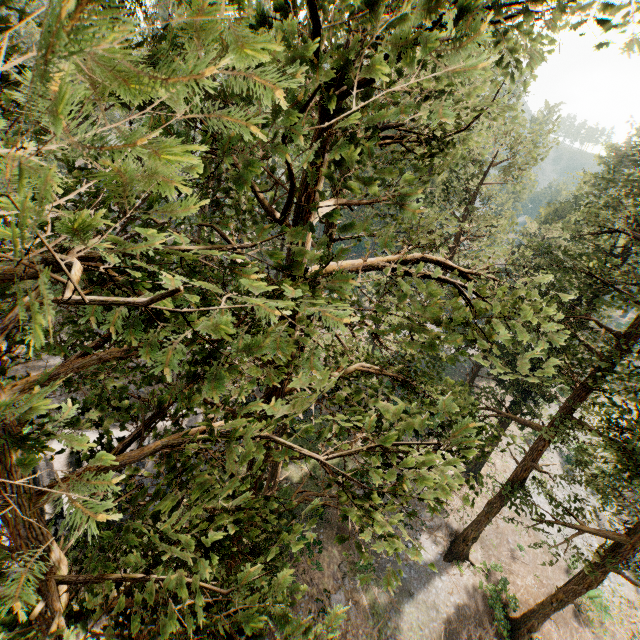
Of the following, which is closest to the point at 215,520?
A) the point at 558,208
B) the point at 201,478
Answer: the point at 201,478

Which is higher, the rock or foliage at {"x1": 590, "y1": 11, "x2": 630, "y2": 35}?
foliage at {"x1": 590, "y1": 11, "x2": 630, "y2": 35}

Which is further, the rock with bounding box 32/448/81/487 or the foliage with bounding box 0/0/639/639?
the rock with bounding box 32/448/81/487

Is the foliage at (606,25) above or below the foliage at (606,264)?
above

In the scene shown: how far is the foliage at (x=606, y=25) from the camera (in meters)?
4.35

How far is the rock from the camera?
20.0m

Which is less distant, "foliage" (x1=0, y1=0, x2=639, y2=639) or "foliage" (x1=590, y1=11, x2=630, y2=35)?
"foliage" (x1=0, y1=0, x2=639, y2=639)
